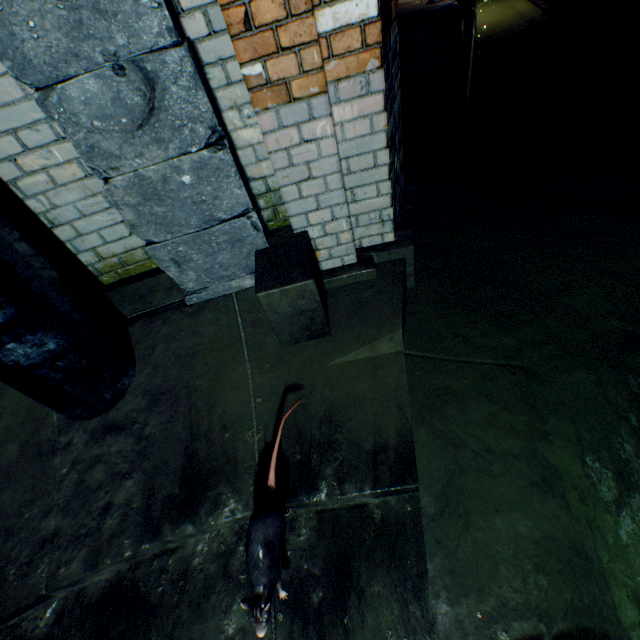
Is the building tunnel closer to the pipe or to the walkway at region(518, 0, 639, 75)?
the walkway at region(518, 0, 639, 75)

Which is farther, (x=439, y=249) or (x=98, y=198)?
(x=439, y=249)

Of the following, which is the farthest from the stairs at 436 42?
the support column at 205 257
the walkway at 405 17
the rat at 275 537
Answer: the rat at 275 537

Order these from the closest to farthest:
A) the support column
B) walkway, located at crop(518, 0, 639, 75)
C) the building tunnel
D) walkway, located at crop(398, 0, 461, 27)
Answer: the support column
the building tunnel
walkway, located at crop(518, 0, 639, 75)
walkway, located at crop(398, 0, 461, 27)

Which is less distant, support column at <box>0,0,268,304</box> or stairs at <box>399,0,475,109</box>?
support column at <box>0,0,268,304</box>

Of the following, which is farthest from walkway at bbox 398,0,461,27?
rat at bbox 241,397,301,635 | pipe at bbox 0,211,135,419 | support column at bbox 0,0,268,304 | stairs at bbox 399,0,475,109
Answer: pipe at bbox 0,211,135,419

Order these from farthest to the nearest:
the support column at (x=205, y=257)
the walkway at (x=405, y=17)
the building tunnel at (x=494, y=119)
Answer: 1. the walkway at (x=405, y=17)
2. the building tunnel at (x=494, y=119)
3. the support column at (x=205, y=257)

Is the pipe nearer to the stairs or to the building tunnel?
the building tunnel
